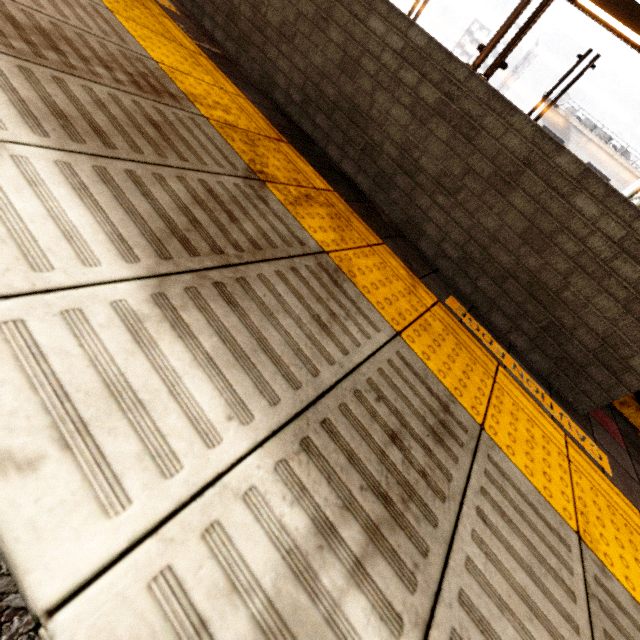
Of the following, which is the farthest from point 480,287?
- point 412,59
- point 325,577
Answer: point 325,577

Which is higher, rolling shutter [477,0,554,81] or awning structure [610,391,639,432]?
rolling shutter [477,0,554,81]

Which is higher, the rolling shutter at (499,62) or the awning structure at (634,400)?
the rolling shutter at (499,62)

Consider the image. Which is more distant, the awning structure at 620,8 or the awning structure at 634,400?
the awning structure at 620,8

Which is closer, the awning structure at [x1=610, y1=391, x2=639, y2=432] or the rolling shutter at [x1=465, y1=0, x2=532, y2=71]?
the rolling shutter at [x1=465, y1=0, x2=532, y2=71]

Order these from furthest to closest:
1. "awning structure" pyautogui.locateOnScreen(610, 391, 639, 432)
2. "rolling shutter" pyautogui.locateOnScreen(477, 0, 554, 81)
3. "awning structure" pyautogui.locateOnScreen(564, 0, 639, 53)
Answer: "awning structure" pyautogui.locateOnScreen(564, 0, 639, 53), "awning structure" pyautogui.locateOnScreen(610, 391, 639, 432), "rolling shutter" pyautogui.locateOnScreen(477, 0, 554, 81)
